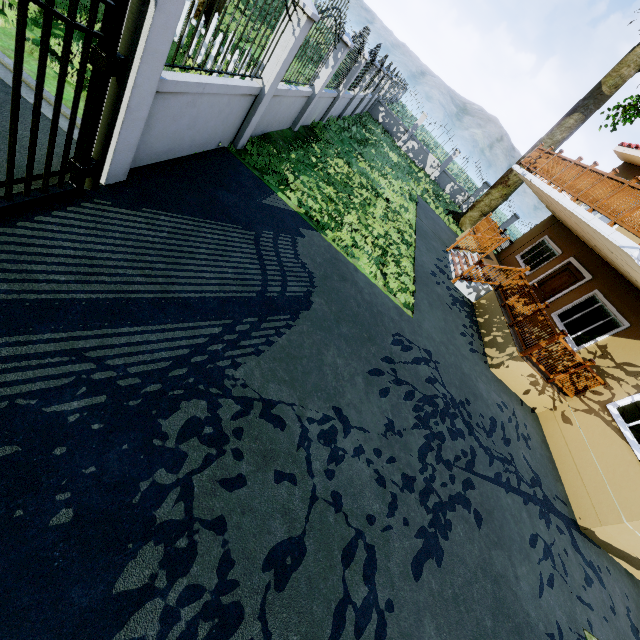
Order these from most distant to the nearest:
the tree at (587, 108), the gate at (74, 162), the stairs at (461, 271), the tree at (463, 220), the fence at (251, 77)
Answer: the tree at (463, 220) → the tree at (587, 108) → the stairs at (461, 271) → the fence at (251, 77) → the gate at (74, 162)

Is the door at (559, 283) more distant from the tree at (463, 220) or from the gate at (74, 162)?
the gate at (74, 162)

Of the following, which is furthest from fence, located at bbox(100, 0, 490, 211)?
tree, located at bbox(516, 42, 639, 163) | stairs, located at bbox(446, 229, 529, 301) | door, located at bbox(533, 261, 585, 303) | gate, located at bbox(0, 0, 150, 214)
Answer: door, located at bbox(533, 261, 585, 303)

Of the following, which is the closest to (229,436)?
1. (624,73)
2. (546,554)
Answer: (546,554)

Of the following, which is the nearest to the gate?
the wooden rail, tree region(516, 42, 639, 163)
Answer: tree region(516, 42, 639, 163)

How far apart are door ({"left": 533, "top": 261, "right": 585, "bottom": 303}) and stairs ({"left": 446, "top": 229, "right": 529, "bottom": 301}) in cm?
204

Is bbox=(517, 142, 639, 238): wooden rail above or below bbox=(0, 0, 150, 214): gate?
above

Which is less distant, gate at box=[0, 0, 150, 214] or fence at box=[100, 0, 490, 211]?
gate at box=[0, 0, 150, 214]
